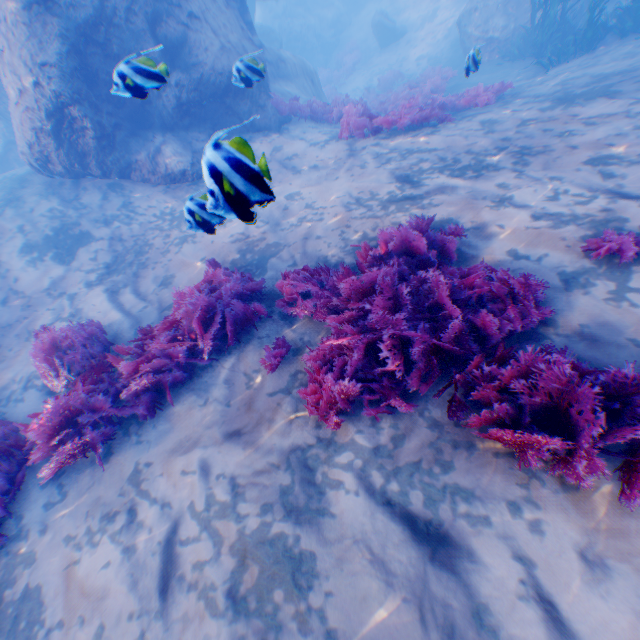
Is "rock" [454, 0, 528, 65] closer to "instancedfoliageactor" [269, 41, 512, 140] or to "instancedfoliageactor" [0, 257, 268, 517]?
"instancedfoliageactor" [269, 41, 512, 140]

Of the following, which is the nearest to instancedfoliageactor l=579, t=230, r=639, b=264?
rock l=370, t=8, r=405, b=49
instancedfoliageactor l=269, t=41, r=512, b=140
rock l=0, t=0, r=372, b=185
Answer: rock l=0, t=0, r=372, b=185

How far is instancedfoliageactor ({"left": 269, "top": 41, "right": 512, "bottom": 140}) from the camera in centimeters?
787cm

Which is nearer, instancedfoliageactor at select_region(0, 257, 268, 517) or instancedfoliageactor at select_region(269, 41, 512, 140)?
instancedfoliageactor at select_region(0, 257, 268, 517)

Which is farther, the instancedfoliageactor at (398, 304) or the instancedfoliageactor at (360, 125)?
the instancedfoliageactor at (360, 125)

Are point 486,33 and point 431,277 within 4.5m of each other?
no

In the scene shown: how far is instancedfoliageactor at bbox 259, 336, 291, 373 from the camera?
3.9m

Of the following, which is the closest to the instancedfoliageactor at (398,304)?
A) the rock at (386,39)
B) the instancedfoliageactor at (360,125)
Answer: the instancedfoliageactor at (360,125)
